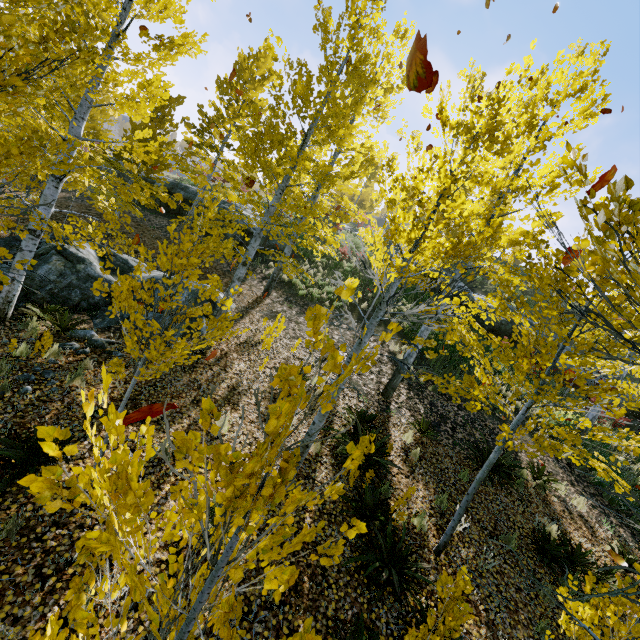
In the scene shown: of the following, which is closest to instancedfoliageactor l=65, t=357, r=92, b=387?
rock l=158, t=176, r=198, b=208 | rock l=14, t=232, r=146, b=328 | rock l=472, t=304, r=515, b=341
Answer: rock l=14, t=232, r=146, b=328

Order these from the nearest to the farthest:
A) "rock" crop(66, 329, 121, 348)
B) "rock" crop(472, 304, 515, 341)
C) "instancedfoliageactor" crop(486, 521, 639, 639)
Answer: "instancedfoliageactor" crop(486, 521, 639, 639), "rock" crop(66, 329, 121, 348), "rock" crop(472, 304, 515, 341)

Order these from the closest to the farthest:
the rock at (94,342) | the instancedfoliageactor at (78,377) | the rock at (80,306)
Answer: the instancedfoliageactor at (78,377)
the rock at (94,342)
the rock at (80,306)

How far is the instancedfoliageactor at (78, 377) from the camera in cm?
598

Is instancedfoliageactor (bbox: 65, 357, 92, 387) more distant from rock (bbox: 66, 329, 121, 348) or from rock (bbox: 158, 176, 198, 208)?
rock (bbox: 158, 176, 198, 208)

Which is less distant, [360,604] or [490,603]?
[360,604]

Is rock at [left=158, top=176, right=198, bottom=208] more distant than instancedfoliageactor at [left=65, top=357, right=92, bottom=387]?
Yes

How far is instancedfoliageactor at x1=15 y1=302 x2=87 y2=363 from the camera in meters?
6.3 m
